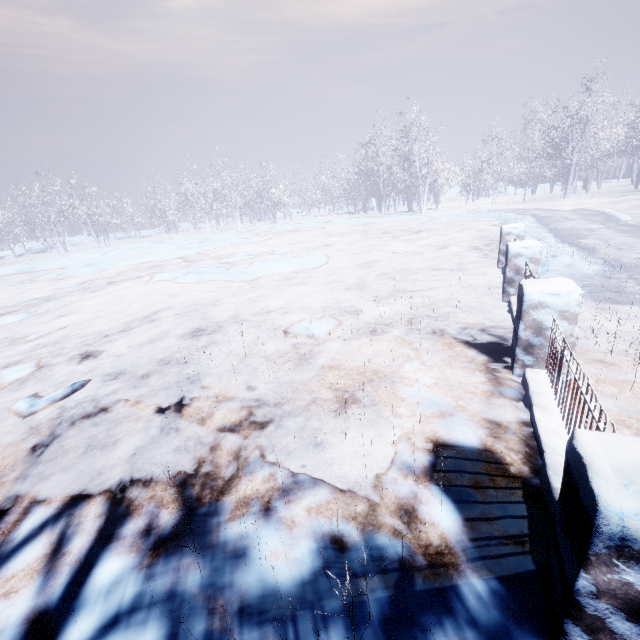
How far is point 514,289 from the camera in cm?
515
